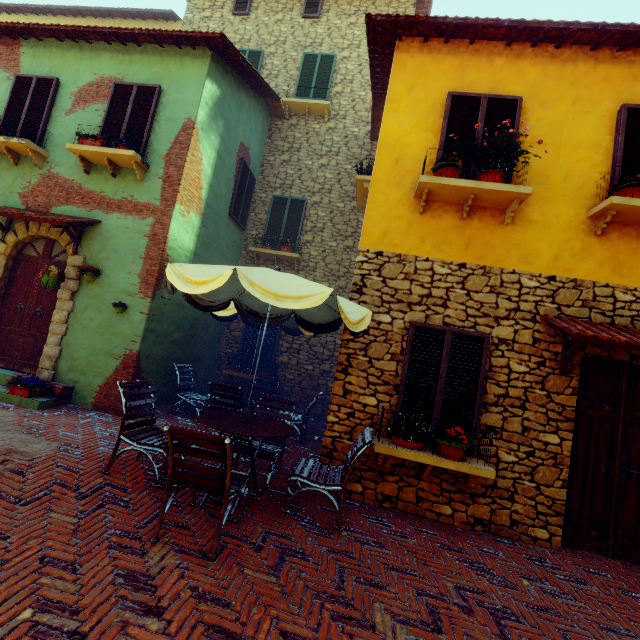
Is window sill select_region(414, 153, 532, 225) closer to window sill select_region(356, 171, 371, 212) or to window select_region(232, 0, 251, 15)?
window sill select_region(356, 171, 371, 212)

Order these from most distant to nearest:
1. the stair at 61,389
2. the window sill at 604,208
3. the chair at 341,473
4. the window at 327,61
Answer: the window at 327,61
the stair at 61,389
the window sill at 604,208
the chair at 341,473

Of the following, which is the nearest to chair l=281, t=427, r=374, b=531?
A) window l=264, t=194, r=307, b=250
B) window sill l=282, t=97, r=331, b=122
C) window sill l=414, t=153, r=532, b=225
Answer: window sill l=414, t=153, r=532, b=225

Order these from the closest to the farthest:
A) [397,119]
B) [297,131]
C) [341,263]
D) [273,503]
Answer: [273,503]
[397,119]
[341,263]
[297,131]

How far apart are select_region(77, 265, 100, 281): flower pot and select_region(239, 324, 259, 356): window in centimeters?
393cm

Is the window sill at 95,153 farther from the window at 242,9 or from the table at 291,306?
the window at 242,9

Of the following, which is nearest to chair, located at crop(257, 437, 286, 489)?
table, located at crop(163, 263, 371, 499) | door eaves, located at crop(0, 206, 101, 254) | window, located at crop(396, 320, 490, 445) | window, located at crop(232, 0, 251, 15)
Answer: table, located at crop(163, 263, 371, 499)

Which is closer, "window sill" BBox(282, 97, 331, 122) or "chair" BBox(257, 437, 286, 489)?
"chair" BBox(257, 437, 286, 489)
